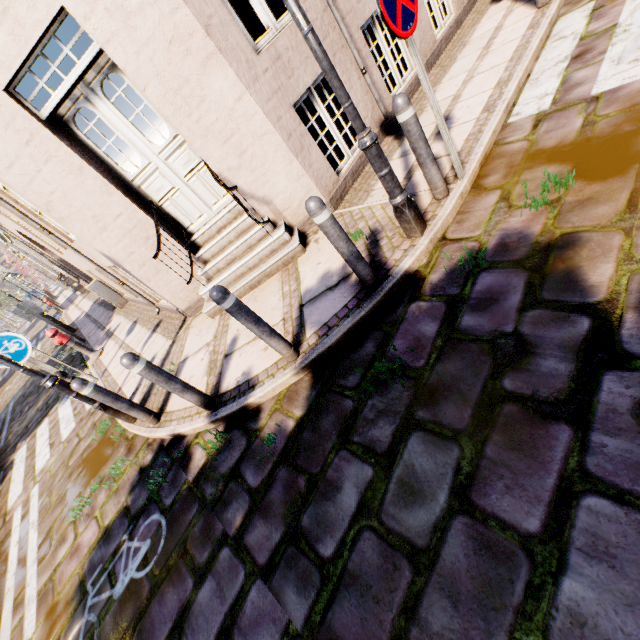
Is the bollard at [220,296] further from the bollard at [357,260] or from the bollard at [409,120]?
the bollard at [409,120]

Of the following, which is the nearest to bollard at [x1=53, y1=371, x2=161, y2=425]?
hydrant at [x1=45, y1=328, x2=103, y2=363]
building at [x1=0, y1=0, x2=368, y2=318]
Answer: building at [x1=0, y1=0, x2=368, y2=318]

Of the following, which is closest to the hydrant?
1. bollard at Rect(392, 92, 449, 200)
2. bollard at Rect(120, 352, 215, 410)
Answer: bollard at Rect(120, 352, 215, 410)

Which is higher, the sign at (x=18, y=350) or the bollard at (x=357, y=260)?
the sign at (x=18, y=350)

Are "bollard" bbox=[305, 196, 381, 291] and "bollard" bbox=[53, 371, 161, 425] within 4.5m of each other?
yes

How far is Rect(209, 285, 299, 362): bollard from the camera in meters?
2.7 m

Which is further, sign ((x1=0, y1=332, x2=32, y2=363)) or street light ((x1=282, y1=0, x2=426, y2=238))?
sign ((x1=0, y1=332, x2=32, y2=363))

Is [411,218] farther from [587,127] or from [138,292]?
[138,292]
